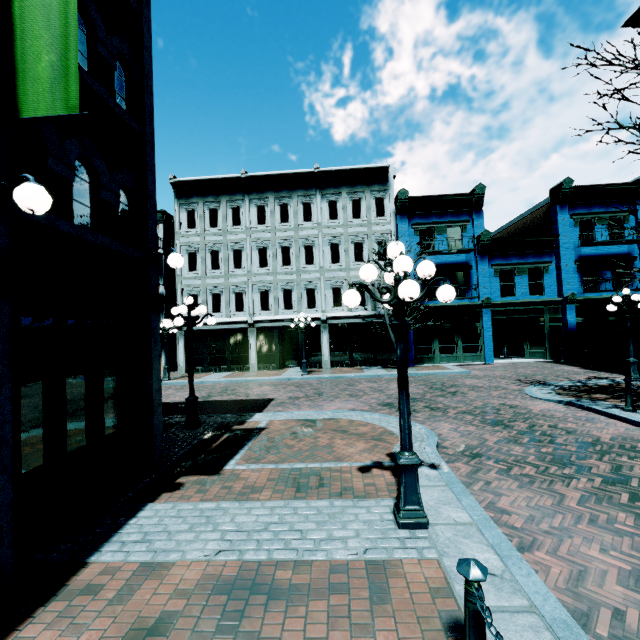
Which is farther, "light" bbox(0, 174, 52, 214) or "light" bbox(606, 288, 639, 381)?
"light" bbox(606, 288, 639, 381)

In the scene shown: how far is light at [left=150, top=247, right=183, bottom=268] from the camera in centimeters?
629cm

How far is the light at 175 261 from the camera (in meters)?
6.29

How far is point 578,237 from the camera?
20.6 meters

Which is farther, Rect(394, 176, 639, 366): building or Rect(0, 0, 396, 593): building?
Rect(394, 176, 639, 366): building

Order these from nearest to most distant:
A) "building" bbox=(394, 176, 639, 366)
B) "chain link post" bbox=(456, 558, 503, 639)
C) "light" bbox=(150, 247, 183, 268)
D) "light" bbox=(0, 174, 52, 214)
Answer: "chain link post" bbox=(456, 558, 503, 639)
"light" bbox=(0, 174, 52, 214)
"light" bbox=(150, 247, 183, 268)
"building" bbox=(394, 176, 639, 366)

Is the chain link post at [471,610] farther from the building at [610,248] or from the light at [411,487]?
the building at [610,248]

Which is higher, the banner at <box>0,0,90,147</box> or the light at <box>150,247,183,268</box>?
the banner at <box>0,0,90,147</box>
